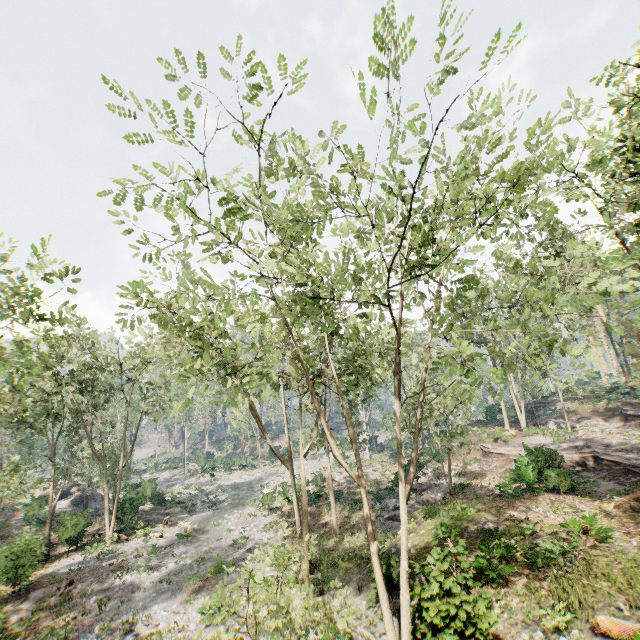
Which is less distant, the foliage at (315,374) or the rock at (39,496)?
the foliage at (315,374)

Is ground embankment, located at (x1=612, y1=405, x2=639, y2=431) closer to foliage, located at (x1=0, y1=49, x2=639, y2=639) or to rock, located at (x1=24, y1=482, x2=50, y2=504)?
foliage, located at (x1=0, y1=49, x2=639, y2=639)

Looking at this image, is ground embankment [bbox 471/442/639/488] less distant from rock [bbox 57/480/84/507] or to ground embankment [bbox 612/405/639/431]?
ground embankment [bbox 612/405/639/431]

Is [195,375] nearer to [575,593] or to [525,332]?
[525,332]

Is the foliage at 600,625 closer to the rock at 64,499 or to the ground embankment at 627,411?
the ground embankment at 627,411

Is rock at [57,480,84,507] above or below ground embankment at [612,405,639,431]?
below

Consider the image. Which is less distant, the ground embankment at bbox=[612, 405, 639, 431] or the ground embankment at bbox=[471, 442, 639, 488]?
the ground embankment at bbox=[471, 442, 639, 488]

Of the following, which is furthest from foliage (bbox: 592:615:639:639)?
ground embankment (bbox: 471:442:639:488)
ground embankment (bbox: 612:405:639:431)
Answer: ground embankment (bbox: 471:442:639:488)
